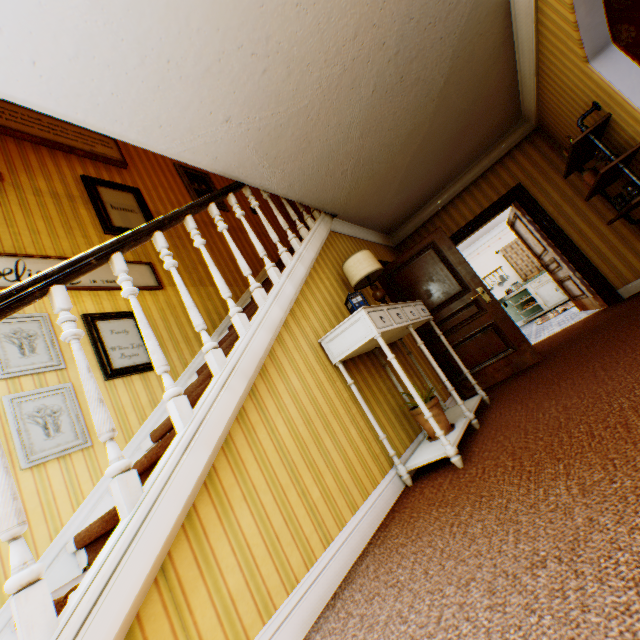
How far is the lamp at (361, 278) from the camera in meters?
3.6

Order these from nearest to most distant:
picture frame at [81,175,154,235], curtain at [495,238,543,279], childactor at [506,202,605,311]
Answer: picture frame at [81,175,154,235] < childactor at [506,202,605,311] < curtain at [495,238,543,279]

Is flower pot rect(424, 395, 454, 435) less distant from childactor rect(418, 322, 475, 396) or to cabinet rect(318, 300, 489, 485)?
cabinet rect(318, 300, 489, 485)

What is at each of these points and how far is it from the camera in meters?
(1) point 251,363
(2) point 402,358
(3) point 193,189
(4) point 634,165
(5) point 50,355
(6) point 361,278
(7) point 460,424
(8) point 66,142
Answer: (1) building, 2.1
(2) building, 3.9
(3) picture frame, 5.8
(4) building, 3.5
(5) picture frame, 2.9
(6) lamp, 3.6
(7) cabinet, 2.8
(8) picture frame, 4.3

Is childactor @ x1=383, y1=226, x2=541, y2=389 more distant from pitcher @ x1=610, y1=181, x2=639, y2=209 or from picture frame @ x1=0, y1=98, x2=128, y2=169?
picture frame @ x1=0, y1=98, x2=128, y2=169

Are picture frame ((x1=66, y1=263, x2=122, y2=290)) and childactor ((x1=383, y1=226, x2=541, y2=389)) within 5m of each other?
yes

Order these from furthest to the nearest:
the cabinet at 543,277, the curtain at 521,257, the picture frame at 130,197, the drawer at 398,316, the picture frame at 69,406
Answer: the curtain at 521,257 → the cabinet at 543,277 → the picture frame at 130,197 → the drawer at 398,316 → the picture frame at 69,406

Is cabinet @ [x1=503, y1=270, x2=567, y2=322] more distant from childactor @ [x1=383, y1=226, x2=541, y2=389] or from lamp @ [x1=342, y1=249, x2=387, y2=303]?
lamp @ [x1=342, y1=249, x2=387, y2=303]
